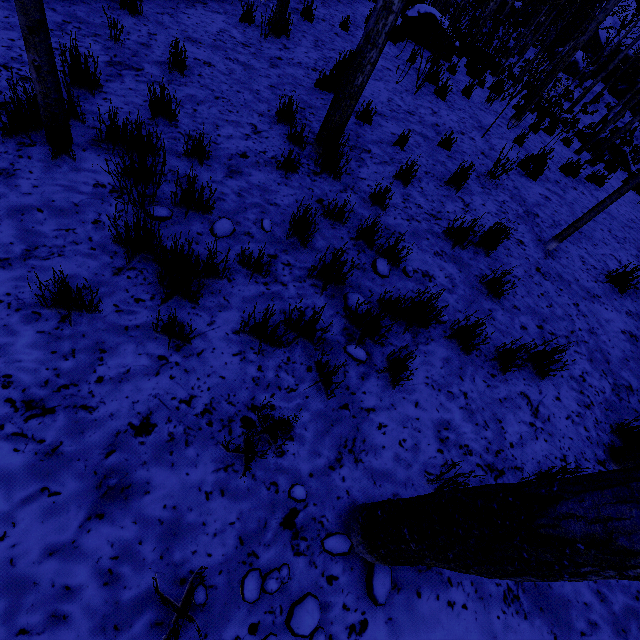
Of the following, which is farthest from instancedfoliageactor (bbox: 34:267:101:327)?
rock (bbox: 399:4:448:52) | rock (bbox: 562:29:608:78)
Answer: rock (bbox: 399:4:448:52)

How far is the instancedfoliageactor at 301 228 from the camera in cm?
287

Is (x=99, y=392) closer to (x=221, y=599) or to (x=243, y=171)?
(x=221, y=599)

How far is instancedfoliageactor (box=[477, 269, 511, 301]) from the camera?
3.39m

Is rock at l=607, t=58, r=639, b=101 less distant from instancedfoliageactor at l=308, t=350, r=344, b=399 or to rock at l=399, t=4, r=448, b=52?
instancedfoliageactor at l=308, t=350, r=344, b=399

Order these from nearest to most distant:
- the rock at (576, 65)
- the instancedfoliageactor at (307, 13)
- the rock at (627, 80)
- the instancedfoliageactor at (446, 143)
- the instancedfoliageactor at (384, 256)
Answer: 1. the instancedfoliageactor at (384, 256)
2. the instancedfoliageactor at (446, 143)
3. the instancedfoliageactor at (307, 13)
4. the rock at (627, 80)
5. the rock at (576, 65)
